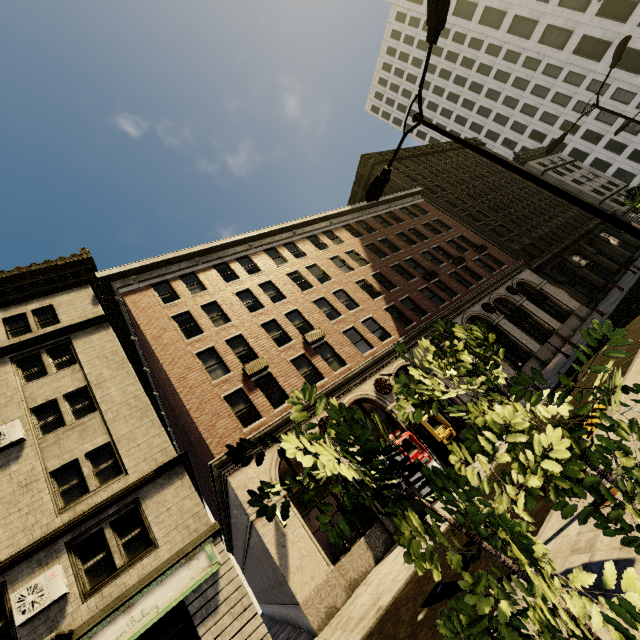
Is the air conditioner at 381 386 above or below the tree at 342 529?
above

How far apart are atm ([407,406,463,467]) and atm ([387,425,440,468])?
0.90m

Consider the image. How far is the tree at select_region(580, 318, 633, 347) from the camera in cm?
226

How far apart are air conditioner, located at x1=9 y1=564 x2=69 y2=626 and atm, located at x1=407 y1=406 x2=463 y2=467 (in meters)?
14.29

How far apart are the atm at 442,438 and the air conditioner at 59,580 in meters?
14.3

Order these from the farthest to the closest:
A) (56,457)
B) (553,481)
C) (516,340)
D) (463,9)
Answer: (463,9) < (516,340) < (56,457) < (553,481)

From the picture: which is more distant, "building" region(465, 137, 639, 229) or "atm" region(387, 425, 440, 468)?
"building" region(465, 137, 639, 229)
